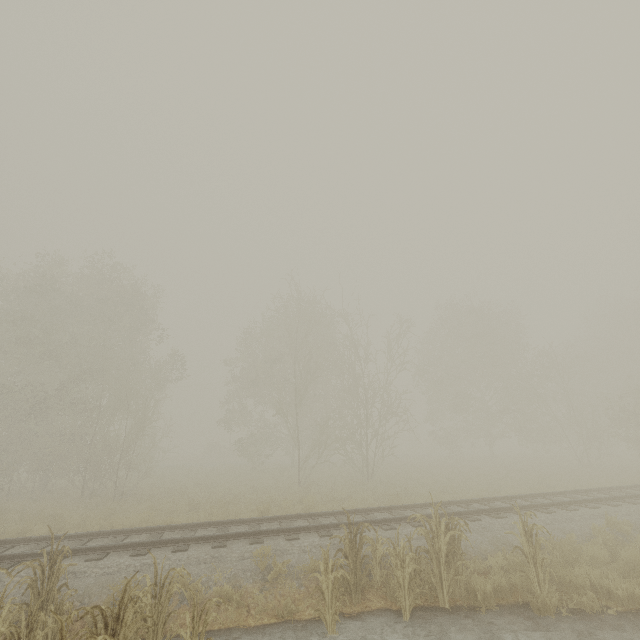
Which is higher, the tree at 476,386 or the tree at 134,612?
the tree at 476,386

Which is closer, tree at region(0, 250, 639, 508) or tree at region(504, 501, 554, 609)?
tree at region(504, 501, 554, 609)

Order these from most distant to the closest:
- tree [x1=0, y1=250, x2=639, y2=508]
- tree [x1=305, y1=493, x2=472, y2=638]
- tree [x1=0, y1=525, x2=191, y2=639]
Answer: tree [x1=0, y1=250, x2=639, y2=508]
tree [x1=305, y1=493, x2=472, y2=638]
tree [x1=0, y1=525, x2=191, y2=639]

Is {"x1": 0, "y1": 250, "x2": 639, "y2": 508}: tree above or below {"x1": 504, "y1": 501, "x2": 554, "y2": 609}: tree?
above

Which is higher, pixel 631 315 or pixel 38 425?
pixel 631 315

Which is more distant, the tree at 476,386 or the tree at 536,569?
the tree at 476,386

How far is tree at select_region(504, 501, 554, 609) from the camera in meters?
6.6
